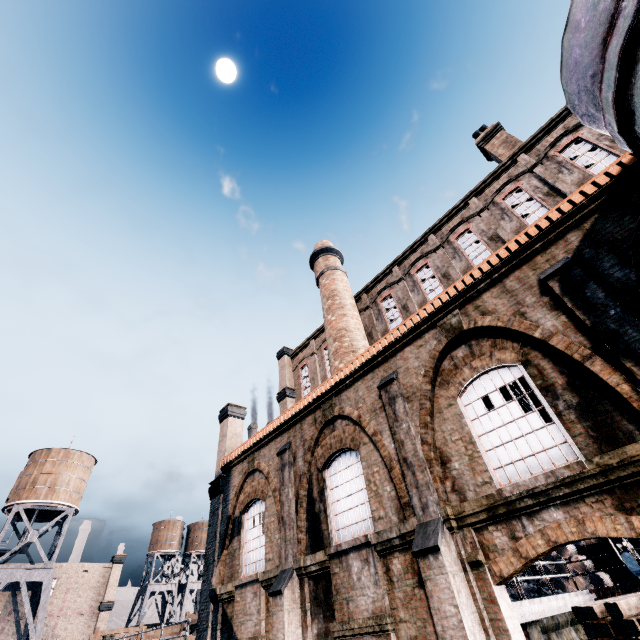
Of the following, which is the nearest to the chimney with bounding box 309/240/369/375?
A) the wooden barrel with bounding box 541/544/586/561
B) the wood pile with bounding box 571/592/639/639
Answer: the wood pile with bounding box 571/592/639/639

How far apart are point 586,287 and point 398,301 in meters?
13.0

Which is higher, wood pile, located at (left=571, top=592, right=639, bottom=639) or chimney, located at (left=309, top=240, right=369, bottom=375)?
chimney, located at (left=309, top=240, right=369, bottom=375)

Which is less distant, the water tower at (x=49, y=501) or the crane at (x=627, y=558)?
the crane at (x=627, y=558)

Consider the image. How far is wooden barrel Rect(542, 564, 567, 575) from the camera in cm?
1877

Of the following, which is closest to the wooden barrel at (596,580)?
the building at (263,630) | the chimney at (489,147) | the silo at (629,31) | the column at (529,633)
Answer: the building at (263,630)

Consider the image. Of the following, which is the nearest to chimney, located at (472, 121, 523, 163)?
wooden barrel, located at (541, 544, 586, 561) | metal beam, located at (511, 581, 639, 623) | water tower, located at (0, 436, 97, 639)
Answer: metal beam, located at (511, 581, 639, 623)
